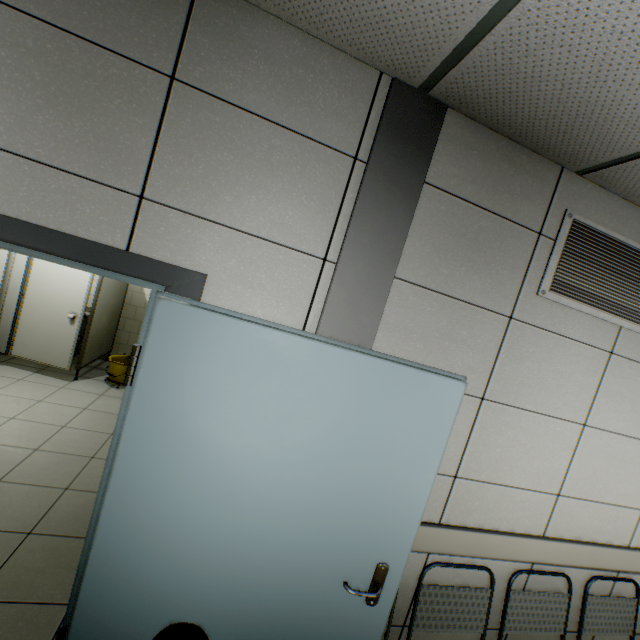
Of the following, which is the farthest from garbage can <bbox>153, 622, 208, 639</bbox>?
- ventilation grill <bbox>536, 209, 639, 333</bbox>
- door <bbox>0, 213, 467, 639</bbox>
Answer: ventilation grill <bbox>536, 209, 639, 333</bbox>

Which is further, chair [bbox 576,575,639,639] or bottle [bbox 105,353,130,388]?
bottle [bbox 105,353,130,388]

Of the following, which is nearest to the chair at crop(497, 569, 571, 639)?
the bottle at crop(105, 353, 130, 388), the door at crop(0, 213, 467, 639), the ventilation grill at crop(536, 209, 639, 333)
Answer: the door at crop(0, 213, 467, 639)

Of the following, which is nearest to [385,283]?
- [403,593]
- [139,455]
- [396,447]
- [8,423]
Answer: [396,447]

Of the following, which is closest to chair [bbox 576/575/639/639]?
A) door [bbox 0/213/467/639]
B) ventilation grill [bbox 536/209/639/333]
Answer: door [bbox 0/213/467/639]

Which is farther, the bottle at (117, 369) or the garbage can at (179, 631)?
the bottle at (117, 369)

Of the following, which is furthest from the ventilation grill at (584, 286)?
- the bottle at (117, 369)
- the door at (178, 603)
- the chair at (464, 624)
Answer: the bottle at (117, 369)

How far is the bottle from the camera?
4.87m
